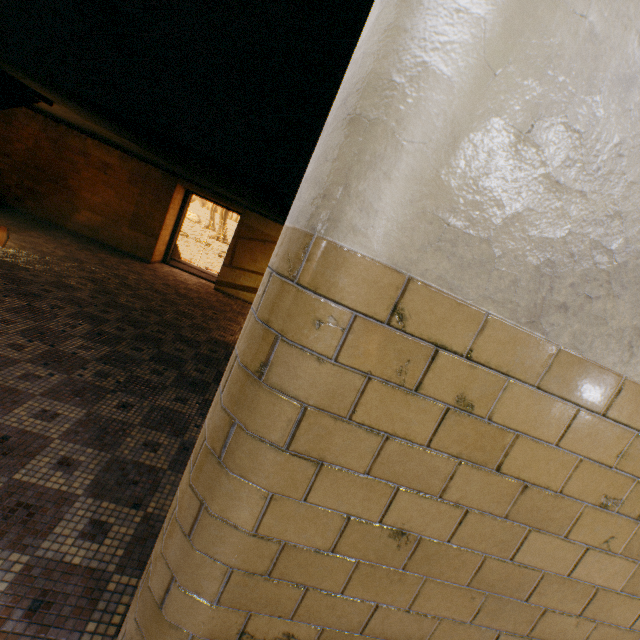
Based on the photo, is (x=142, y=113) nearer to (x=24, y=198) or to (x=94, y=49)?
(x=94, y=49)

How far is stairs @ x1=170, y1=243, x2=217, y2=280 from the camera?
10.3m

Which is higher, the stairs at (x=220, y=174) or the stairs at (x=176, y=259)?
the stairs at (x=220, y=174)

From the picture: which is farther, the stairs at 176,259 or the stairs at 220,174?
the stairs at 176,259

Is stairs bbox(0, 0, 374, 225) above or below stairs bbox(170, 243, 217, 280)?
above

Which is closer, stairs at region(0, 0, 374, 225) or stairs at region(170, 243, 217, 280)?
stairs at region(0, 0, 374, 225)
